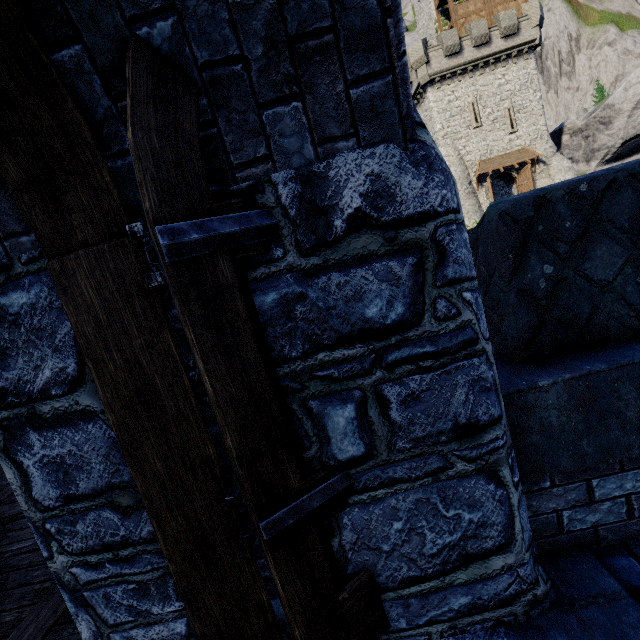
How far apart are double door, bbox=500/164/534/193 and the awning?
0.22m

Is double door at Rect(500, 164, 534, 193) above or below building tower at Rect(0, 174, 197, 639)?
above

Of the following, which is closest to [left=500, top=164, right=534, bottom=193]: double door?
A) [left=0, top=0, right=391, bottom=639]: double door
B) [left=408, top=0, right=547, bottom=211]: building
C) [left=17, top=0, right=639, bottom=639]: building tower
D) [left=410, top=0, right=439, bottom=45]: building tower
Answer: [left=408, top=0, right=547, bottom=211]: building

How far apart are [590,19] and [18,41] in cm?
7428

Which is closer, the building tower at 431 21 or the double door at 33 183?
the double door at 33 183

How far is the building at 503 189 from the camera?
31.5 meters

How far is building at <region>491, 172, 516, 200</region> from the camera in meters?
31.5 m

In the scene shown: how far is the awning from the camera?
29.8m
